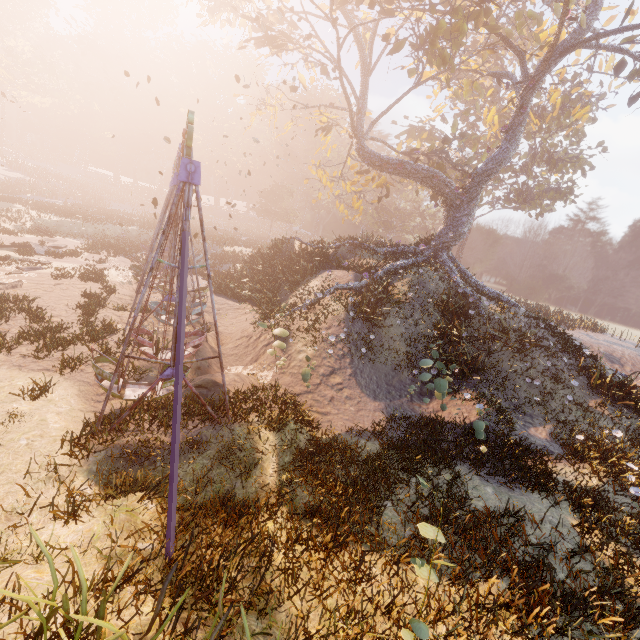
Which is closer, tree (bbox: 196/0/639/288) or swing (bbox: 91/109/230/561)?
swing (bbox: 91/109/230/561)

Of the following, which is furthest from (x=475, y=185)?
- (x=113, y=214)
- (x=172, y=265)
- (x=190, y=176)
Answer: (x=113, y=214)

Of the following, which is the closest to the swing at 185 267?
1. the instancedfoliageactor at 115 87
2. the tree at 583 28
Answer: the tree at 583 28

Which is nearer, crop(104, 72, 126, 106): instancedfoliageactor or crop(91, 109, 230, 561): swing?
crop(91, 109, 230, 561): swing

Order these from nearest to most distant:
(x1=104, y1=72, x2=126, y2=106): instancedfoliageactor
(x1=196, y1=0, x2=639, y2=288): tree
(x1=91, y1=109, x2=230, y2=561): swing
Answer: (x1=91, y1=109, x2=230, y2=561): swing < (x1=196, y1=0, x2=639, y2=288): tree < (x1=104, y1=72, x2=126, y2=106): instancedfoliageactor

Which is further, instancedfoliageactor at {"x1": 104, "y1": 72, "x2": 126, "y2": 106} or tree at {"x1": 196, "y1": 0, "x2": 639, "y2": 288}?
instancedfoliageactor at {"x1": 104, "y1": 72, "x2": 126, "y2": 106}

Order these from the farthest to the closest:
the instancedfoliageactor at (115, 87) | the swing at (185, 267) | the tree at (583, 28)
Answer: the instancedfoliageactor at (115, 87) < the tree at (583, 28) < the swing at (185, 267)

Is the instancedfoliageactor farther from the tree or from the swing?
the tree
